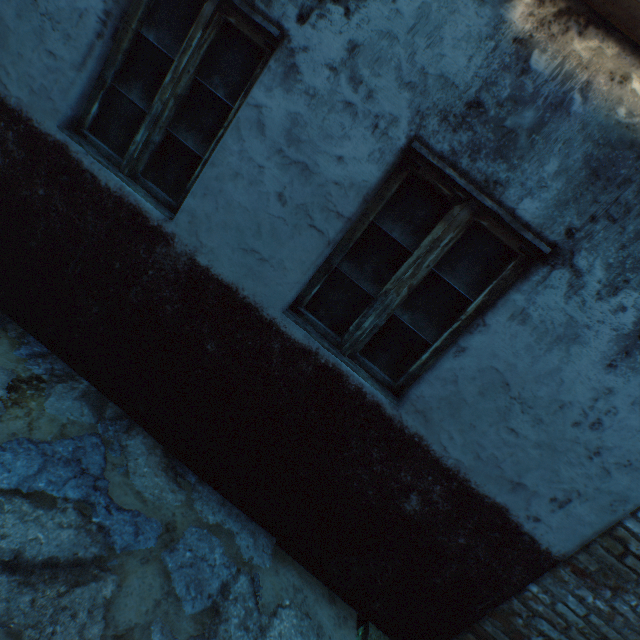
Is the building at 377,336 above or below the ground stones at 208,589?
above

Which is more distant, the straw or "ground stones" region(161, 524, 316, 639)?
the straw

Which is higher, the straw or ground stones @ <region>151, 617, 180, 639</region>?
ground stones @ <region>151, 617, 180, 639</region>

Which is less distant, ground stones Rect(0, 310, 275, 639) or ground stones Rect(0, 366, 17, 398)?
ground stones Rect(0, 310, 275, 639)

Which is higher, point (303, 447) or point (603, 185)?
point (603, 185)

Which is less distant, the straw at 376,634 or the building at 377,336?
the building at 377,336
